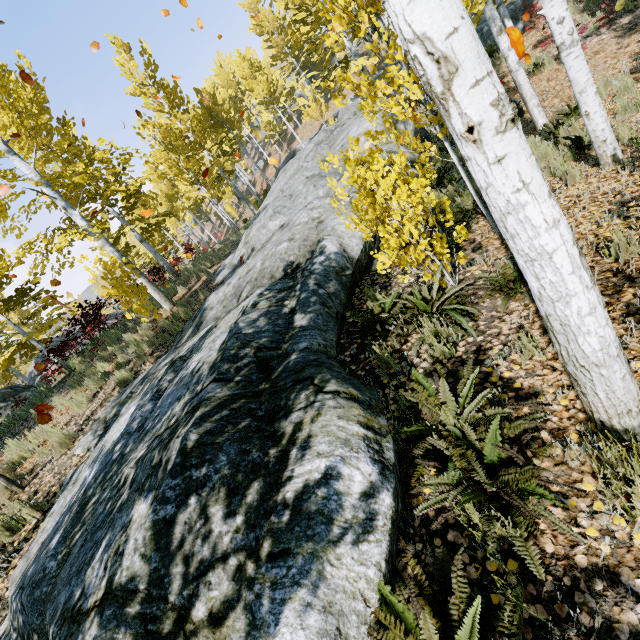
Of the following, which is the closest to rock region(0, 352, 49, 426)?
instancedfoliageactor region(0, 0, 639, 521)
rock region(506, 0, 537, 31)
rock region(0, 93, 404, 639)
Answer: instancedfoliageactor region(0, 0, 639, 521)

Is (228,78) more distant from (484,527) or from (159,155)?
(484,527)

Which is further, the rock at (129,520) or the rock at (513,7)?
the rock at (513,7)

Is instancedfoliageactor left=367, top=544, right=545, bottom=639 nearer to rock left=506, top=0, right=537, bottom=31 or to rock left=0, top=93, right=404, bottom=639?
rock left=0, top=93, right=404, bottom=639

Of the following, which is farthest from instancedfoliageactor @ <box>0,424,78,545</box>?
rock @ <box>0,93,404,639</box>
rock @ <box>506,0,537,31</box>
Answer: rock @ <box>506,0,537,31</box>

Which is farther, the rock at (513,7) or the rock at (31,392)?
the rock at (513,7)

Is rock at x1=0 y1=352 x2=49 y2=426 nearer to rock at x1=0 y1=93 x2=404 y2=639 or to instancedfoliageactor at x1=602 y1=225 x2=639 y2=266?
instancedfoliageactor at x1=602 y1=225 x2=639 y2=266
